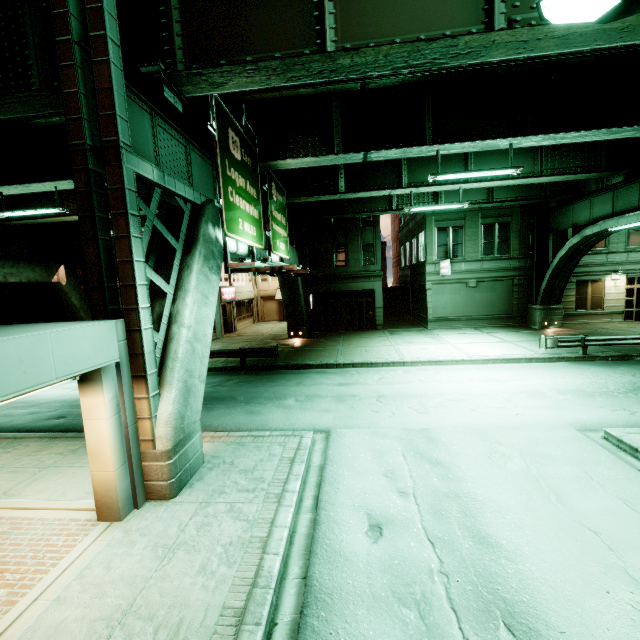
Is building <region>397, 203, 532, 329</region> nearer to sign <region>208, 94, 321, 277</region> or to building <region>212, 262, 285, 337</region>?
building <region>212, 262, 285, 337</region>

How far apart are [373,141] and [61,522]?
14.48m

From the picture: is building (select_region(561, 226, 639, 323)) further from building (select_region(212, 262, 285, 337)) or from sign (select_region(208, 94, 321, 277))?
sign (select_region(208, 94, 321, 277))

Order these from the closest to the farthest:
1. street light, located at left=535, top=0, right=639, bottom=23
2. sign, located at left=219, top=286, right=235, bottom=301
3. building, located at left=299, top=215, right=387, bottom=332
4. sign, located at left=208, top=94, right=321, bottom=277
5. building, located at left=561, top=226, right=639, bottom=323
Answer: street light, located at left=535, top=0, right=639, bottom=23, sign, located at left=208, top=94, right=321, bottom=277, building, located at left=561, top=226, right=639, bottom=323, building, located at left=299, top=215, right=387, bottom=332, sign, located at left=219, top=286, right=235, bottom=301

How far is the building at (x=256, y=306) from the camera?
29.10m

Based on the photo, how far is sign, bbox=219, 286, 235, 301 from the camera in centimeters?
2800cm

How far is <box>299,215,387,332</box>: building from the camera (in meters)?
26.92

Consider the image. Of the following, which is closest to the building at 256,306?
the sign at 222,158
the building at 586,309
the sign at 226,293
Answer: the sign at 226,293
